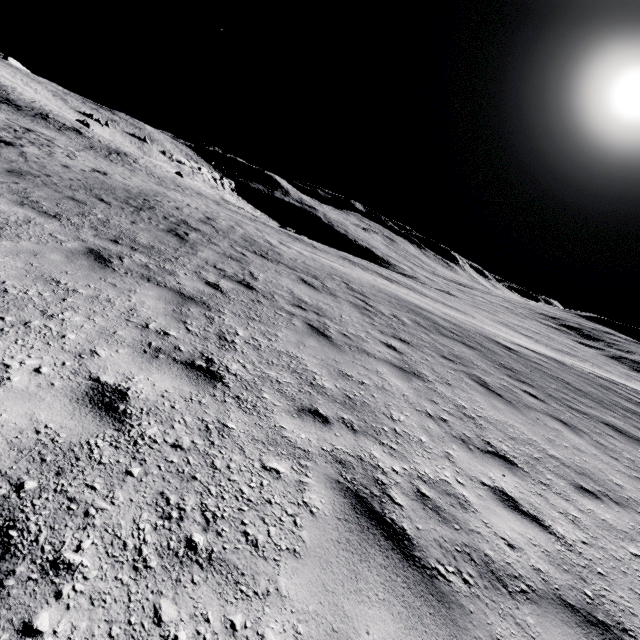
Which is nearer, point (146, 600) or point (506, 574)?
point (146, 600)
